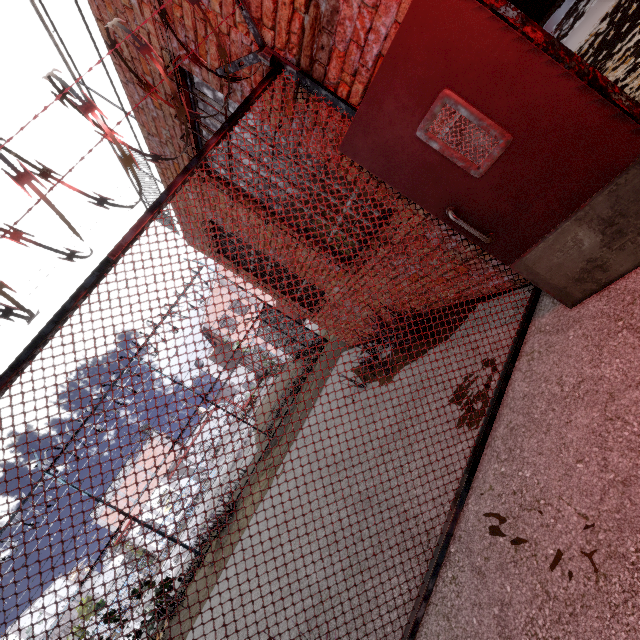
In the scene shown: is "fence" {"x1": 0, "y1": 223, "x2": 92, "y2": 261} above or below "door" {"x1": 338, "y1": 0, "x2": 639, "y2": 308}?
above

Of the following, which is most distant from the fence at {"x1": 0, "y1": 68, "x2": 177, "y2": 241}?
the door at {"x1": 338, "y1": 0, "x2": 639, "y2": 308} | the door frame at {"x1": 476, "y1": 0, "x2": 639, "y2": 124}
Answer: the door frame at {"x1": 476, "y1": 0, "x2": 639, "y2": 124}

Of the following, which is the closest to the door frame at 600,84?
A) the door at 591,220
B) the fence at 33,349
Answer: the door at 591,220

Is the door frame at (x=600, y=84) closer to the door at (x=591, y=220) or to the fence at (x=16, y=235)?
the door at (x=591, y=220)

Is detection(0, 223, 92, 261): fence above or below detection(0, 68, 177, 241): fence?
above

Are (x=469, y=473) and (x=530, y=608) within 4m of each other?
yes
